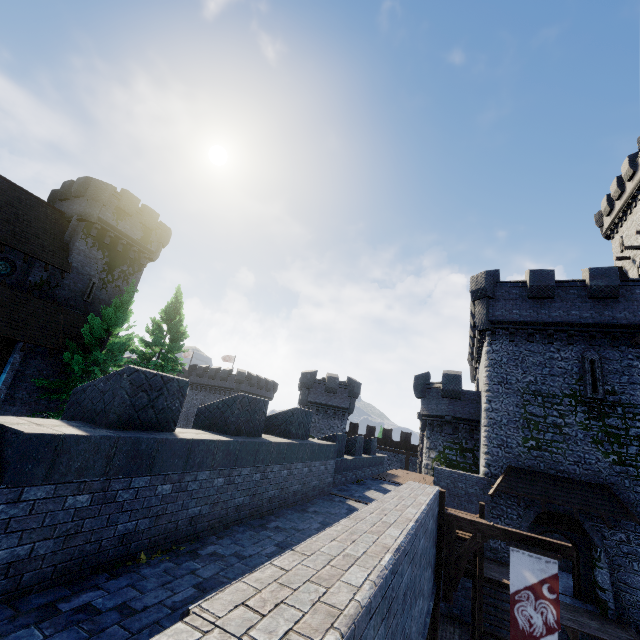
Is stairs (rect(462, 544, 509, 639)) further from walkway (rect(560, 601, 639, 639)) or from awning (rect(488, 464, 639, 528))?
awning (rect(488, 464, 639, 528))

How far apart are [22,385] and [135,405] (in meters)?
22.45

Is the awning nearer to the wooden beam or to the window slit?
the window slit

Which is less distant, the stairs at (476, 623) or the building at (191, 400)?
the stairs at (476, 623)

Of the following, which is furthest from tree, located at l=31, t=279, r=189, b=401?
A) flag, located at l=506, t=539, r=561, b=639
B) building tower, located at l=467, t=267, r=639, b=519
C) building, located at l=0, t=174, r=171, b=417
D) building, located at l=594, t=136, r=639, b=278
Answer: building, located at l=594, t=136, r=639, b=278

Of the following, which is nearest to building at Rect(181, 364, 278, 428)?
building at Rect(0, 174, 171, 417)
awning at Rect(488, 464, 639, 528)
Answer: building at Rect(0, 174, 171, 417)

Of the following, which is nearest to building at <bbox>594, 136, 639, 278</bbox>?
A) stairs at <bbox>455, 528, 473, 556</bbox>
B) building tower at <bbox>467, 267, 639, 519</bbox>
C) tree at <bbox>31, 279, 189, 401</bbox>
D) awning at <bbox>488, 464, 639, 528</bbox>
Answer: building tower at <bbox>467, 267, 639, 519</bbox>

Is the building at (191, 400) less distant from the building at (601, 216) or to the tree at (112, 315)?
the tree at (112, 315)
